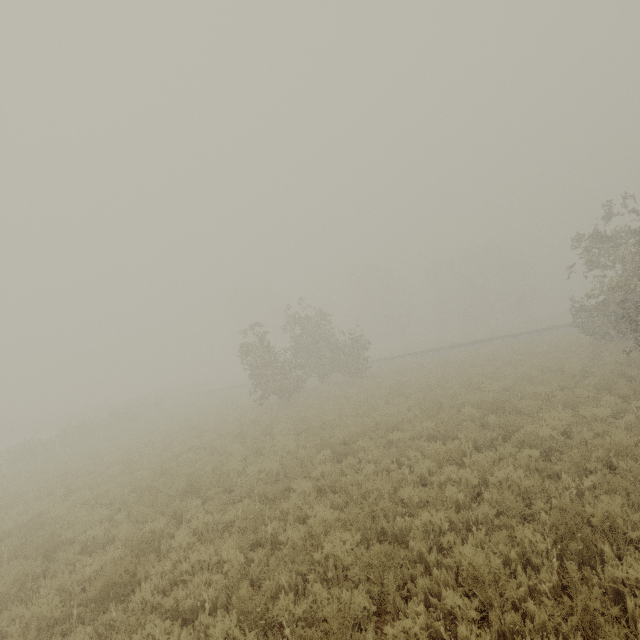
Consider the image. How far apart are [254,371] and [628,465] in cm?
1835
